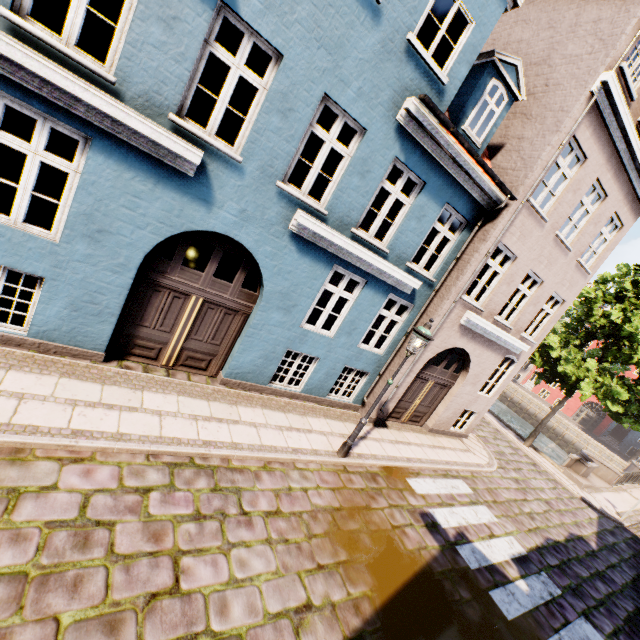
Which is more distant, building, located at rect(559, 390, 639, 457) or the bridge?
building, located at rect(559, 390, 639, 457)

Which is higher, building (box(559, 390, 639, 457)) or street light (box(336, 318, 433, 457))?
street light (box(336, 318, 433, 457))

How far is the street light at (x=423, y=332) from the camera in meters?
6.8

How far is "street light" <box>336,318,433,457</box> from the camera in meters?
6.8 m

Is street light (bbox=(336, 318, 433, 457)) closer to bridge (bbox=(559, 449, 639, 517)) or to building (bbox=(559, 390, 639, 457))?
bridge (bbox=(559, 449, 639, 517))

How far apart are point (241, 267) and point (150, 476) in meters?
4.2

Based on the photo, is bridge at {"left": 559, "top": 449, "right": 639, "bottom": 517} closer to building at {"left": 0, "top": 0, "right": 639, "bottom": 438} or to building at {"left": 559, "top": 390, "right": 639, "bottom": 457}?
building at {"left": 0, "top": 0, "right": 639, "bottom": 438}

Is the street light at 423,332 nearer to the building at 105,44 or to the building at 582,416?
the building at 105,44
